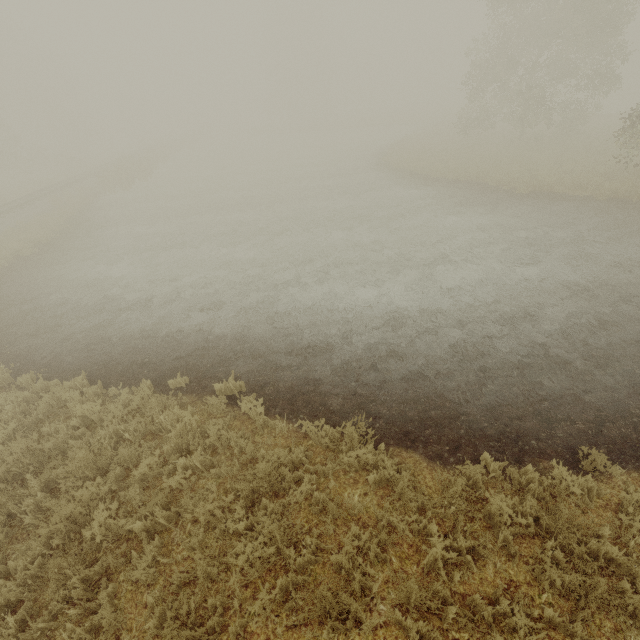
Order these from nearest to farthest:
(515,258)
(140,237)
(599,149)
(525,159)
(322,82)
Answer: (515,258), (140,237), (599,149), (525,159), (322,82)
